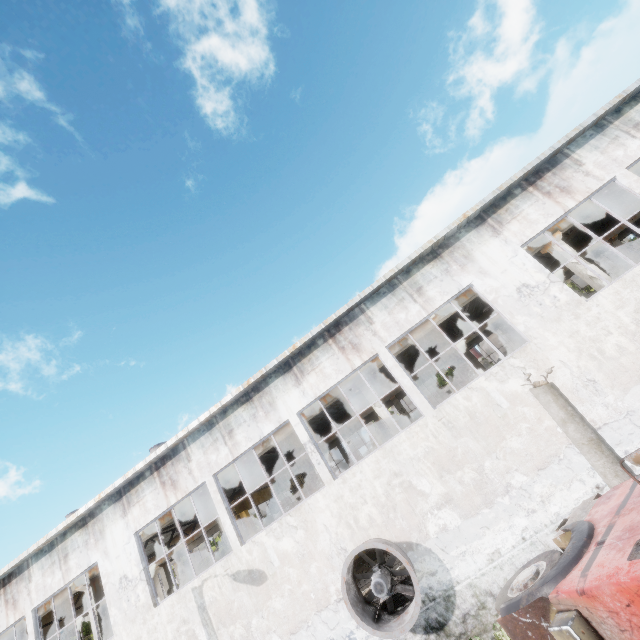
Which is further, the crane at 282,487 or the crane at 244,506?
the crane at 282,487

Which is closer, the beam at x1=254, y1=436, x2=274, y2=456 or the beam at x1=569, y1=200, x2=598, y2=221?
the beam at x1=569, y1=200, x2=598, y2=221

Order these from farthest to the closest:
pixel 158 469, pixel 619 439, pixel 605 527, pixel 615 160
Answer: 1. pixel 158 469
2. pixel 615 160
3. pixel 619 439
4. pixel 605 527

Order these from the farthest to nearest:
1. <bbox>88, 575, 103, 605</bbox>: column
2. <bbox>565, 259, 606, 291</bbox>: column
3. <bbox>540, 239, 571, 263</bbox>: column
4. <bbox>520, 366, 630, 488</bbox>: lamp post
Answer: <bbox>88, 575, 103, 605</bbox>: column < <bbox>540, 239, 571, 263</bbox>: column < <bbox>565, 259, 606, 291</bbox>: column < <bbox>520, 366, 630, 488</bbox>: lamp post

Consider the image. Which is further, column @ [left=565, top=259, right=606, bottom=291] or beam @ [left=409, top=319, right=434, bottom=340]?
beam @ [left=409, top=319, right=434, bottom=340]

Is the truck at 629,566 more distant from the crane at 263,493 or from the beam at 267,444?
the crane at 263,493

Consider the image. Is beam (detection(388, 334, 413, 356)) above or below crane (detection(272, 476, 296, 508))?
above

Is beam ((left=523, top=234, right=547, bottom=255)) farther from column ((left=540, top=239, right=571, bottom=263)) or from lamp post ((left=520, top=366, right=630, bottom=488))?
lamp post ((left=520, top=366, right=630, bottom=488))
